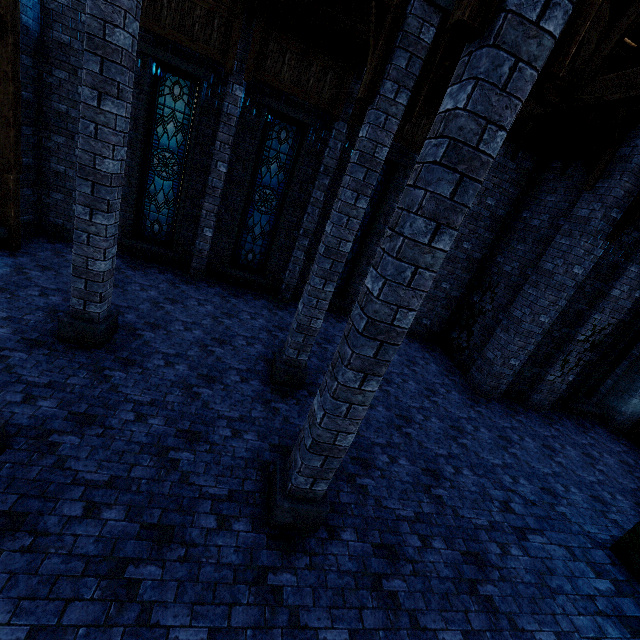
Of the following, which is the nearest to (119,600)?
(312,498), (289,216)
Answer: (312,498)

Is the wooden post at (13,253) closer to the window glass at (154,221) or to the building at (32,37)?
the building at (32,37)

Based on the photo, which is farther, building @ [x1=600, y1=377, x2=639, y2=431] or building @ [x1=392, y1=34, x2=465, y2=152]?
building @ [x1=600, y1=377, x2=639, y2=431]

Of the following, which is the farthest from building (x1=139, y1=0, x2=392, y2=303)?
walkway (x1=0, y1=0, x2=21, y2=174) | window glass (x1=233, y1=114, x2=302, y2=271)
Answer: window glass (x1=233, y1=114, x2=302, y2=271)

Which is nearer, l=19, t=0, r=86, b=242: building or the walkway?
the walkway

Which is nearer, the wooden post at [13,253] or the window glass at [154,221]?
the wooden post at [13,253]

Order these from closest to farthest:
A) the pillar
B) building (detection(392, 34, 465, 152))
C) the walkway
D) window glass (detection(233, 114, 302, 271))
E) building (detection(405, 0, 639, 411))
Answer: the pillar → building (detection(405, 0, 639, 411)) → the walkway → building (detection(392, 34, 465, 152)) → window glass (detection(233, 114, 302, 271))

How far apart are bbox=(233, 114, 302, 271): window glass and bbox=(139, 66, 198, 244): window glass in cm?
185
